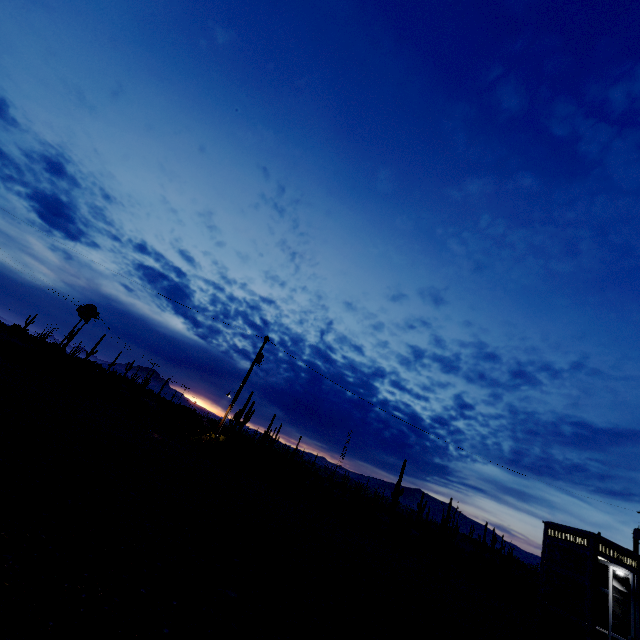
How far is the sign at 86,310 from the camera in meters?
20.7 m

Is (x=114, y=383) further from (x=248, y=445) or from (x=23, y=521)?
(x=23, y=521)

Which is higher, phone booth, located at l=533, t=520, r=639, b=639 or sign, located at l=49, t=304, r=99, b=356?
sign, located at l=49, t=304, r=99, b=356

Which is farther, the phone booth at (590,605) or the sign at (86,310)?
the sign at (86,310)

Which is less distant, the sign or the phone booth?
the phone booth

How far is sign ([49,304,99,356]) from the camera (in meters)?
20.74
